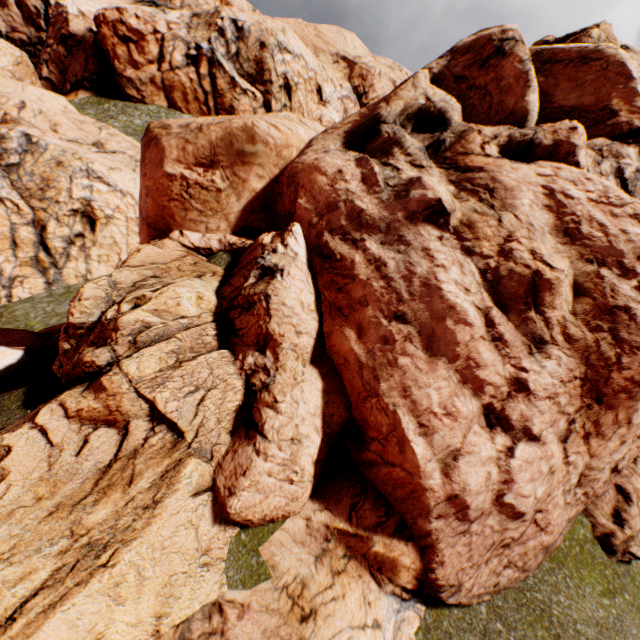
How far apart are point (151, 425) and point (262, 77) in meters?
60.9 m
